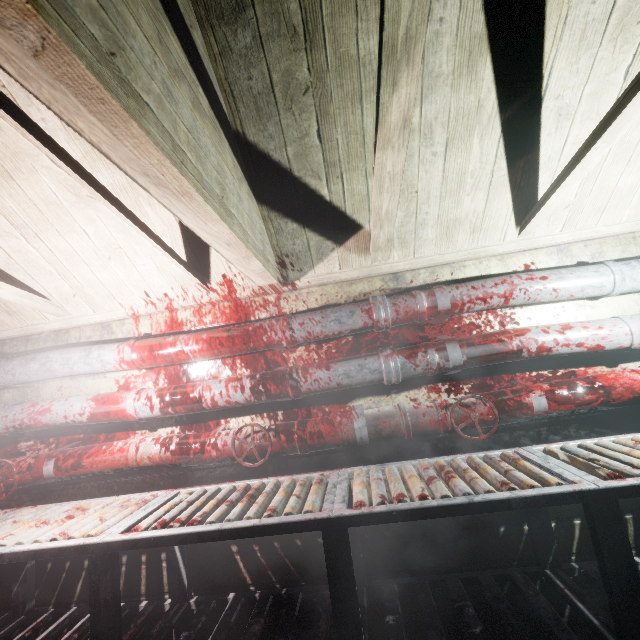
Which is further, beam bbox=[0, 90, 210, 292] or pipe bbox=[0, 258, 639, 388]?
pipe bbox=[0, 258, 639, 388]

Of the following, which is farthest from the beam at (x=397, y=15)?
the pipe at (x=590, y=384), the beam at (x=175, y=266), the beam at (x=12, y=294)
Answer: the beam at (x=12, y=294)

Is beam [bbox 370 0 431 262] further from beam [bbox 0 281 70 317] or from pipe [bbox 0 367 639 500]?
beam [bbox 0 281 70 317]

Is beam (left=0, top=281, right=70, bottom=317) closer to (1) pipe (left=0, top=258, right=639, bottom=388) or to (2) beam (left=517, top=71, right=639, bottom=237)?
(1) pipe (left=0, top=258, right=639, bottom=388)

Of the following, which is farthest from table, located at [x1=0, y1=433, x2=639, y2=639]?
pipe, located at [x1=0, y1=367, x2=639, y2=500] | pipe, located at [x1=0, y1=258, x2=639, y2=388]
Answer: pipe, located at [x1=0, y1=258, x2=639, y2=388]

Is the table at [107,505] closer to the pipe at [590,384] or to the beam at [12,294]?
the pipe at [590,384]

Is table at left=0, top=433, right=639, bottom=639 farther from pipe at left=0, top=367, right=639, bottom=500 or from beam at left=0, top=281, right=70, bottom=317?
beam at left=0, top=281, right=70, bottom=317

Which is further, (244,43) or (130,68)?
(244,43)
